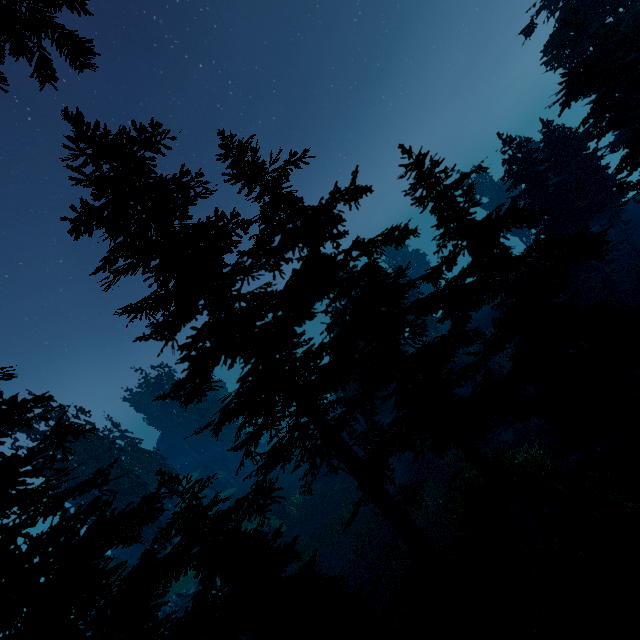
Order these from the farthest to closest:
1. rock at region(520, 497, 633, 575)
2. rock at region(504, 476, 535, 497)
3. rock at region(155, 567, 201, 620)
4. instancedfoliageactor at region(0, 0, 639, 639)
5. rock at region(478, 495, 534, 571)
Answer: rock at region(155, 567, 201, 620), rock at region(504, 476, 535, 497), rock at region(478, 495, 534, 571), rock at region(520, 497, 633, 575), instancedfoliageactor at region(0, 0, 639, 639)

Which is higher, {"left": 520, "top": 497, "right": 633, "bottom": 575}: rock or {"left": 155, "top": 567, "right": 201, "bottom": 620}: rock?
{"left": 520, "top": 497, "right": 633, "bottom": 575}: rock

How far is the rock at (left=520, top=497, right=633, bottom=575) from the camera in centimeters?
934cm

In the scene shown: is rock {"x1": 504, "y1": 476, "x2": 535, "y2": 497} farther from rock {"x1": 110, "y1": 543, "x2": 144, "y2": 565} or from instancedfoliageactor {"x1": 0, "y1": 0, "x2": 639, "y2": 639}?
rock {"x1": 110, "y1": 543, "x2": 144, "y2": 565}

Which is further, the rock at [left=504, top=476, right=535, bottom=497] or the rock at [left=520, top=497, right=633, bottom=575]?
the rock at [left=504, top=476, right=535, bottom=497]

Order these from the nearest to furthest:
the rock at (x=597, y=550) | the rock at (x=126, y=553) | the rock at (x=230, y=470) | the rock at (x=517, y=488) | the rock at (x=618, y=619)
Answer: the rock at (x=618, y=619) < the rock at (x=597, y=550) < the rock at (x=517, y=488) < the rock at (x=126, y=553) < the rock at (x=230, y=470)

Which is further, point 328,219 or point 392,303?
point 328,219

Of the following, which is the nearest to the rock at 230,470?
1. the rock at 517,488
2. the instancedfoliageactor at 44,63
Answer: the instancedfoliageactor at 44,63
